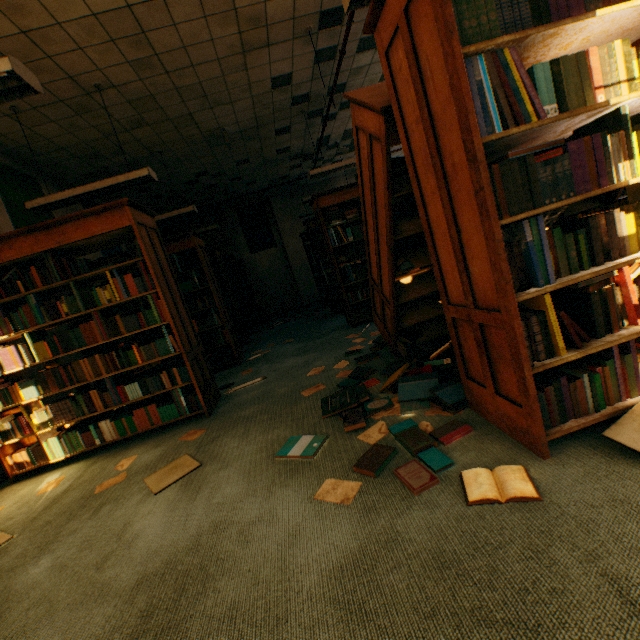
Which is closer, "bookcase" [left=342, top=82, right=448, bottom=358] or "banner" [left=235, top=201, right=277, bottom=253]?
"bookcase" [left=342, top=82, right=448, bottom=358]

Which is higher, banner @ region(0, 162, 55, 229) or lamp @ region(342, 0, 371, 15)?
banner @ region(0, 162, 55, 229)

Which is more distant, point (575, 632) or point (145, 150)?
point (145, 150)

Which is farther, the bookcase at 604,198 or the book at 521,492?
the bookcase at 604,198

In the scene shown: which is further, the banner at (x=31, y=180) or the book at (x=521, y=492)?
the banner at (x=31, y=180)

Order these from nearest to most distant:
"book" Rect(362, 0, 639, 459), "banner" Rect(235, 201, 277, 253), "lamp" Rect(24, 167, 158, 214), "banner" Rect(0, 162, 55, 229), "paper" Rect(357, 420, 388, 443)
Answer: "book" Rect(362, 0, 639, 459) < "paper" Rect(357, 420, 388, 443) < "lamp" Rect(24, 167, 158, 214) < "banner" Rect(0, 162, 55, 229) < "banner" Rect(235, 201, 277, 253)

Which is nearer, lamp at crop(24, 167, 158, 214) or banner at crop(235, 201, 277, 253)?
lamp at crop(24, 167, 158, 214)

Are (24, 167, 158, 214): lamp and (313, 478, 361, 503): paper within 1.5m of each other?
no
